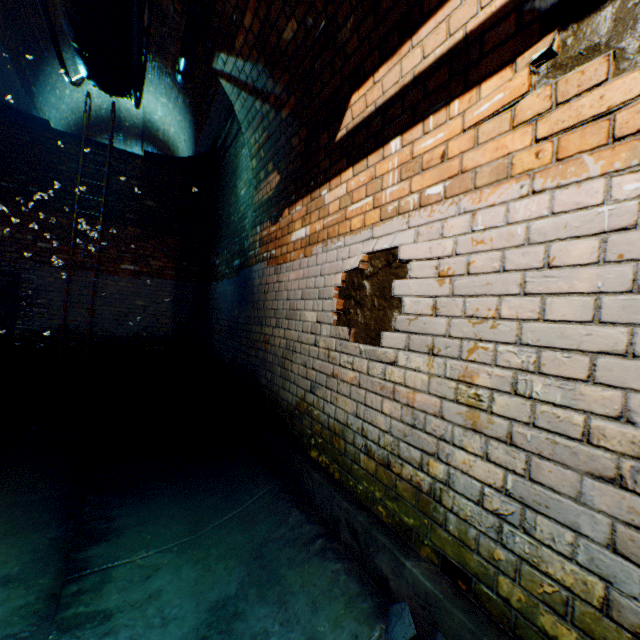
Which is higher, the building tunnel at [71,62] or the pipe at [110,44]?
the building tunnel at [71,62]

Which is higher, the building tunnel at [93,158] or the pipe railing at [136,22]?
the building tunnel at [93,158]

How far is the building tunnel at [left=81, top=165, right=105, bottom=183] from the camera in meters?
6.6 m

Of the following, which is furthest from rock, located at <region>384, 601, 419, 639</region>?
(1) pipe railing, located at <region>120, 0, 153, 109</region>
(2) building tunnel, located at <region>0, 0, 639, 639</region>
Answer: (1) pipe railing, located at <region>120, 0, 153, 109</region>

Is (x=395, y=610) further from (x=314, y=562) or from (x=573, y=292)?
(x=573, y=292)

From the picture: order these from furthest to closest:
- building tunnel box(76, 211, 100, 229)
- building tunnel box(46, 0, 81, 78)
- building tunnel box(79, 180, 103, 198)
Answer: building tunnel box(46, 0, 81, 78) → building tunnel box(79, 180, 103, 198) → building tunnel box(76, 211, 100, 229)

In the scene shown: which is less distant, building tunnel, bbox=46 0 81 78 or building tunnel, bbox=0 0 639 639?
building tunnel, bbox=0 0 639 639

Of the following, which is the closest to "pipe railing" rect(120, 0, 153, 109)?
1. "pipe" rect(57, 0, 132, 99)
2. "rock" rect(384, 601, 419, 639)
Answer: "pipe" rect(57, 0, 132, 99)
